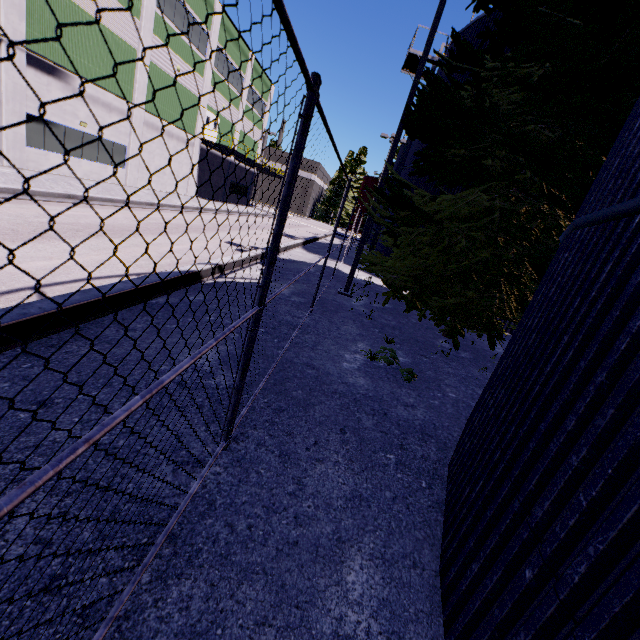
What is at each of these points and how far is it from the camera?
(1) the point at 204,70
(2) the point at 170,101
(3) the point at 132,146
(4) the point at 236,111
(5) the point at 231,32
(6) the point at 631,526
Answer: (1) building, 26.8m
(2) building, 24.0m
(3) building, 21.6m
(4) building, 34.1m
(5) building, 28.7m
(6) silo, 1.2m

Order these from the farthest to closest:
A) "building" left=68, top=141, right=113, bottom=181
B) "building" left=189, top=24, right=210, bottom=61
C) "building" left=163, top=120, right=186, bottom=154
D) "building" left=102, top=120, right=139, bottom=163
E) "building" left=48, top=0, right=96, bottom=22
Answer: "building" left=163, top=120, right=186, bottom=154
"building" left=189, top=24, right=210, bottom=61
"building" left=102, top=120, right=139, bottom=163
"building" left=68, top=141, right=113, bottom=181
"building" left=48, top=0, right=96, bottom=22

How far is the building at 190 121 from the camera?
26.5 meters

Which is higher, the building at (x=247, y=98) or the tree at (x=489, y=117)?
the building at (x=247, y=98)

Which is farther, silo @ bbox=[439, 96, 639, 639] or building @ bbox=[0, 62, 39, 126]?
building @ bbox=[0, 62, 39, 126]

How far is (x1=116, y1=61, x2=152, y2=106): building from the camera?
19.4m

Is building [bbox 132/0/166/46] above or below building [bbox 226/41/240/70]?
below
